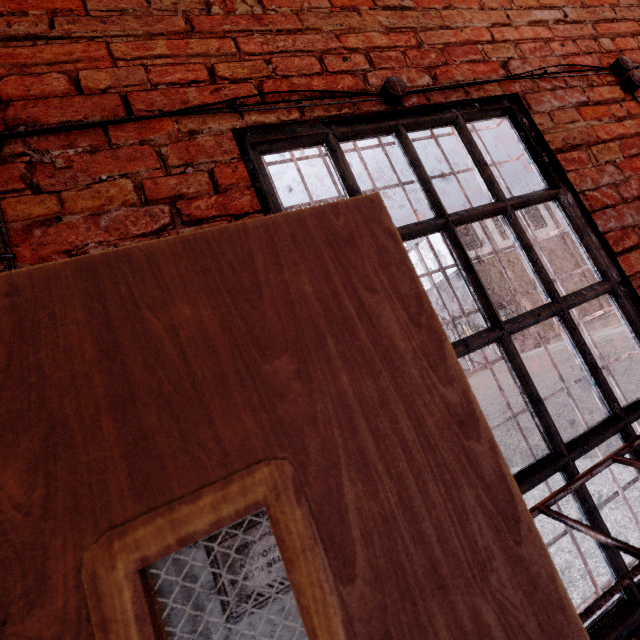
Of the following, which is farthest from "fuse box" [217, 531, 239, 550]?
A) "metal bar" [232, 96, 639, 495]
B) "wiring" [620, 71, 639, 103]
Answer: "wiring" [620, 71, 639, 103]

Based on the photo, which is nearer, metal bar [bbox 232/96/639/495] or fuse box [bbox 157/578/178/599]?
fuse box [bbox 157/578/178/599]

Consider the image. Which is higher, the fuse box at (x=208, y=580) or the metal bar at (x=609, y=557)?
the fuse box at (x=208, y=580)

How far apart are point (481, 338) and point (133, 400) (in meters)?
1.09

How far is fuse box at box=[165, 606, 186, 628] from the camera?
0.6m

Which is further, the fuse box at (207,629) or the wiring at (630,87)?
the wiring at (630,87)
